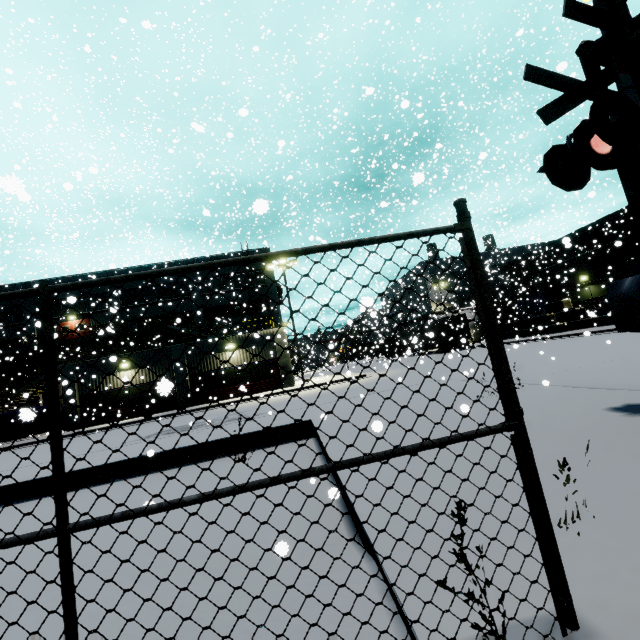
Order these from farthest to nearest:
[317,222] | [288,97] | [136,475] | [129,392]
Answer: [317,222], [129,392], [136,475], [288,97]

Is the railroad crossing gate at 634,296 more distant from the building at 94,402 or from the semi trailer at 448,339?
the semi trailer at 448,339

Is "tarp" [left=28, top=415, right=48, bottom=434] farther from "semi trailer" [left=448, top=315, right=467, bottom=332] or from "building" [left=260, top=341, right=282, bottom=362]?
"semi trailer" [left=448, top=315, right=467, bottom=332]

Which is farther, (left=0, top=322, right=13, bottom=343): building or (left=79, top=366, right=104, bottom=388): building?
(left=0, top=322, right=13, bottom=343): building

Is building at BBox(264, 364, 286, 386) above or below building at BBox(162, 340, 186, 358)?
below

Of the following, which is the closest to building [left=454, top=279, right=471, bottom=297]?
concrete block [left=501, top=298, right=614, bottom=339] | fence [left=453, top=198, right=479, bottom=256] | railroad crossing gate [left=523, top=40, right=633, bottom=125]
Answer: concrete block [left=501, top=298, right=614, bottom=339]
